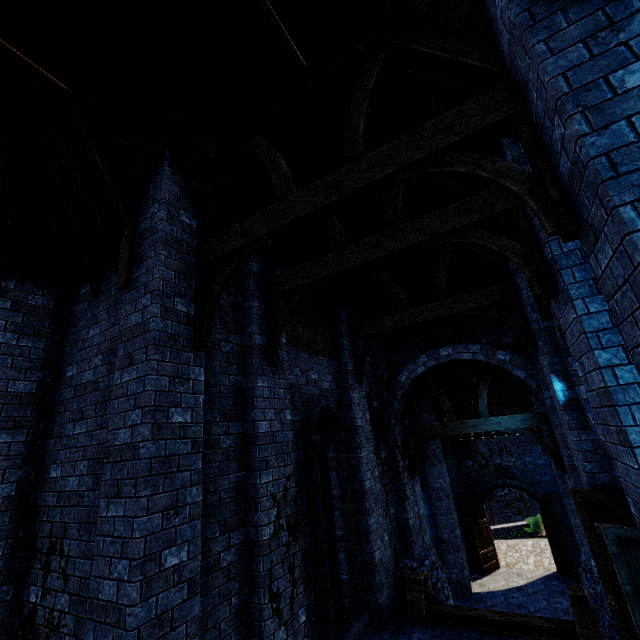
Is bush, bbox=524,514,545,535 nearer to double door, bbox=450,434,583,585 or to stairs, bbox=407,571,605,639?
double door, bbox=450,434,583,585

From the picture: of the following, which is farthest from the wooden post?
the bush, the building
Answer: the bush

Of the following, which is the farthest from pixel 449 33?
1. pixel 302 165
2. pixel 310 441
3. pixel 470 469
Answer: pixel 470 469

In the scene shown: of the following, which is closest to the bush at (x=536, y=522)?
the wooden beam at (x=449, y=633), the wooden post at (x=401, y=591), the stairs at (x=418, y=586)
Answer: the stairs at (x=418, y=586)

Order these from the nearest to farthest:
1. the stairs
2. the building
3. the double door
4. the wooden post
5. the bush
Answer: the building
the stairs
the wooden post
the double door
the bush

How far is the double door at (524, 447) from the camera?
14.4m

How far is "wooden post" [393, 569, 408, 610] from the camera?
7.73m

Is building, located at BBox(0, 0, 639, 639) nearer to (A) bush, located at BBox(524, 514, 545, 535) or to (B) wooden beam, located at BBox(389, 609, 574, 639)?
(B) wooden beam, located at BBox(389, 609, 574, 639)
